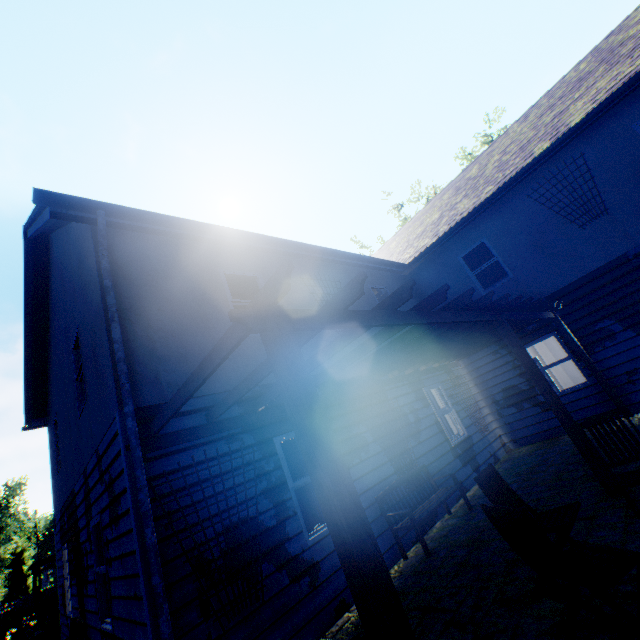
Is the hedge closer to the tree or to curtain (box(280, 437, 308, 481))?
curtain (box(280, 437, 308, 481))

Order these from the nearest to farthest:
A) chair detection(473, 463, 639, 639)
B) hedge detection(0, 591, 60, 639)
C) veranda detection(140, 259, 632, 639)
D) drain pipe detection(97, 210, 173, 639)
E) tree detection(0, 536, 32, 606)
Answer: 1. veranda detection(140, 259, 632, 639)
2. chair detection(473, 463, 639, 639)
3. drain pipe detection(97, 210, 173, 639)
4. hedge detection(0, 591, 60, 639)
5. tree detection(0, 536, 32, 606)

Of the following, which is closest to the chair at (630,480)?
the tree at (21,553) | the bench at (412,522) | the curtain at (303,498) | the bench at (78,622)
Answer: the bench at (412,522)

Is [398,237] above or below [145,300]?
above

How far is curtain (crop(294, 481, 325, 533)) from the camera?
5.18m

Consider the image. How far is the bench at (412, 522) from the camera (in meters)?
5.32

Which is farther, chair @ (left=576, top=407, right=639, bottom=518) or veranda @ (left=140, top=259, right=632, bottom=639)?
chair @ (left=576, top=407, right=639, bottom=518)

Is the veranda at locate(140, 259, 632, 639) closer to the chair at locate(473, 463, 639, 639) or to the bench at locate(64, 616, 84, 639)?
the chair at locate(473, 463, 639, 639)
